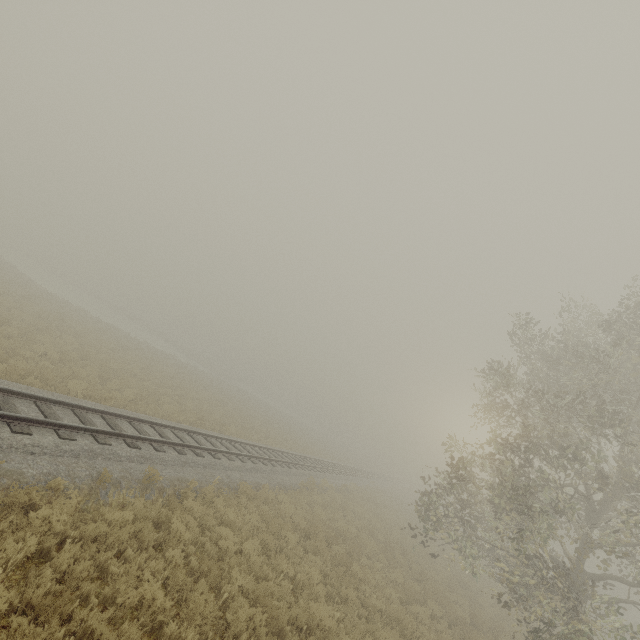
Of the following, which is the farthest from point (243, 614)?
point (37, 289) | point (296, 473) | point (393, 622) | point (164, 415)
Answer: point (37, 289)
